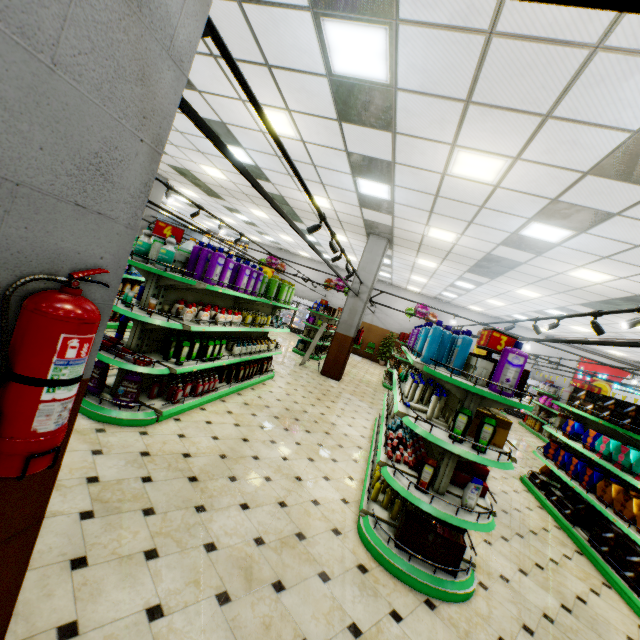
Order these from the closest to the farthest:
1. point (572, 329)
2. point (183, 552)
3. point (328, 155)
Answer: point (183, 552) < point (328, 155) < point (572, 329)

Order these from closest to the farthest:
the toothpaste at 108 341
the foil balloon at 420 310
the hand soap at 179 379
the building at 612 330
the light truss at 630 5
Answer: the light truss at 630 5 → the toothpaste at 108 341 → the hand soap at 179 379 → the building at 612 330 → the foil balloon at 420 310

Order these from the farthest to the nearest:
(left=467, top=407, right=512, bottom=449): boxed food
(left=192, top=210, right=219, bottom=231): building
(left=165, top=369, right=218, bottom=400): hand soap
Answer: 1. (left=192, top=210, right=219, bottom=231): building
2. (left=165, top=369, right=218, bottom=400): hand soap
3. (left=467, top=407, right=512, bottom=449): boxed food

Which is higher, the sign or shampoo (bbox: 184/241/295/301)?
the sign

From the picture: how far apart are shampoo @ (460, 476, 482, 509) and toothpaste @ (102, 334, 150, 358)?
3.87m

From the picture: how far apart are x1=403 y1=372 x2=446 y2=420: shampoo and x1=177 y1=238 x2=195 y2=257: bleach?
3.84m

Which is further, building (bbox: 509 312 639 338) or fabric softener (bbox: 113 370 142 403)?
building (bbox: 509 312 639 338)

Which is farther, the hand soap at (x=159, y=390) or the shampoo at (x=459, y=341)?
the hand soap at (x=159, y=390)
